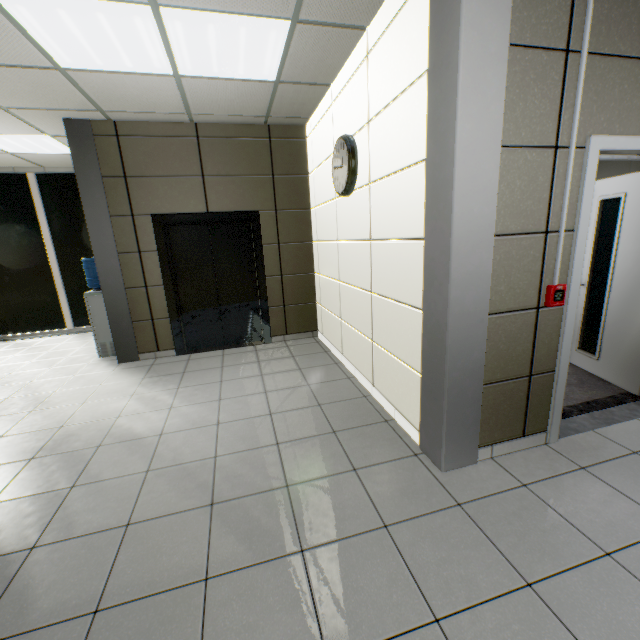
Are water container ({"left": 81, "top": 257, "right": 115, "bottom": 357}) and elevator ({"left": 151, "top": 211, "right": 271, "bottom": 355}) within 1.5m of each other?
yes

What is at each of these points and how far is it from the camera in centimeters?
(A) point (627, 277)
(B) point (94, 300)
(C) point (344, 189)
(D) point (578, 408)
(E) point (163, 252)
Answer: (A) door, 312cm
(B) water container, 488cm
(C) clock, 328cm
(D) stairs, 296cm
(E) elevator, 464cm

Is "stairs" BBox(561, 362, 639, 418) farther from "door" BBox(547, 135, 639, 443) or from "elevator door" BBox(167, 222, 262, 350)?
"elevator door" BBox(167, 222, 262, 350)

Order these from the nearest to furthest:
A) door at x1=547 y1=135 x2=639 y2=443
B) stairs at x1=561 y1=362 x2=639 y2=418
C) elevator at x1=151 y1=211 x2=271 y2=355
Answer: door at x1=547 y1=135 x2=639 y2=443 < stairs at x1=561 y1=362 x2=639 y2=418 < elevator at x1=151 y1=211 x2=271 y2=355

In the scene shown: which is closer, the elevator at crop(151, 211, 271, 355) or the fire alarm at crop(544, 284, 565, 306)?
the fire alarm at crop(544, 284, 565, 306)

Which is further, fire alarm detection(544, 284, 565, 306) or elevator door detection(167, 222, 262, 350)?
elevator door detection(167, 222, 262, 350)

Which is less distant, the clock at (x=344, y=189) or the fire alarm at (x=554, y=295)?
the fire alarm at (x=554, y=295)

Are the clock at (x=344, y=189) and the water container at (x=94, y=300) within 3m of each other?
no
